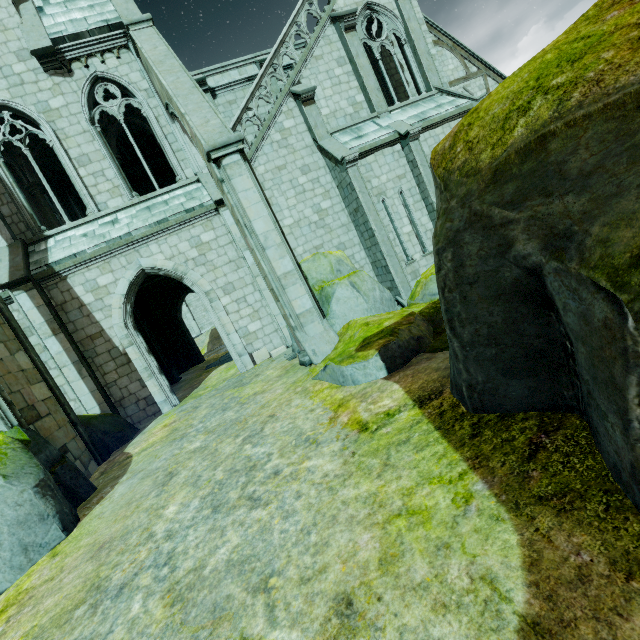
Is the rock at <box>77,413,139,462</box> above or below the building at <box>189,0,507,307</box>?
below

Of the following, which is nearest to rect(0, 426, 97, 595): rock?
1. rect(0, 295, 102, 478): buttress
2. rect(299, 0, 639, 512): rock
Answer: rect(0, 295, 102, 478): buttress

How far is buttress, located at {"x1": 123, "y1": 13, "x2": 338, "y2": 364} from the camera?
7.7 meters

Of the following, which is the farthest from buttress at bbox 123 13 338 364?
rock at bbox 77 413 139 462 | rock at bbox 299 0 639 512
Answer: rock at bbox 77 413 139 462

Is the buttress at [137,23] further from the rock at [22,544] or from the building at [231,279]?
the rock at [22,544]

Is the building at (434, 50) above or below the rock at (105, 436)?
above

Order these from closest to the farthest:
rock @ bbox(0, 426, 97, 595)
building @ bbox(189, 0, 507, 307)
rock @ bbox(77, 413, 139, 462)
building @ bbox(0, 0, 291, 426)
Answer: rock @ bbox(0, 426, 97, 595)
rock @ bbox(77, 413, 139, 462)
building @ bbox(0, 0, 291, 426)
building @ bbox(189, 0, 507, 307)

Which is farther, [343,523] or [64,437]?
[64,437]
